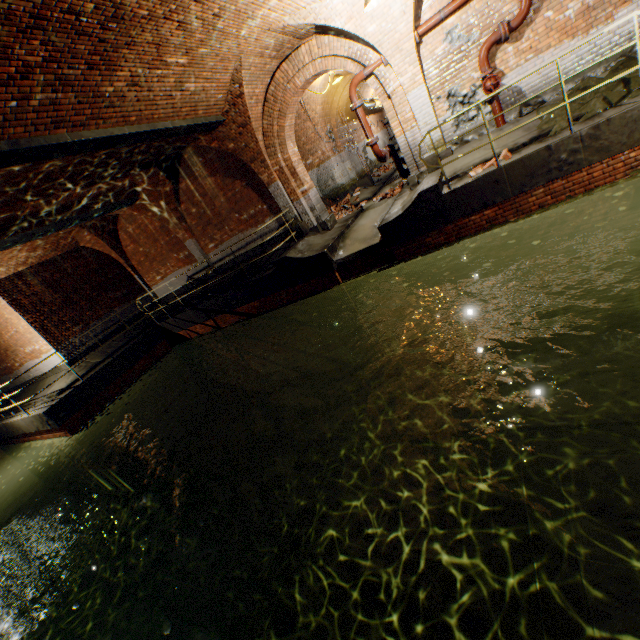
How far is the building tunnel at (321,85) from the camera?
12.01m

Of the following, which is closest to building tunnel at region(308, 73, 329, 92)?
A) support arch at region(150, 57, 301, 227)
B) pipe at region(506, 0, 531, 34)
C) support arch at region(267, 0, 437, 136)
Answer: support arch at region(150, 57, 301, 227)

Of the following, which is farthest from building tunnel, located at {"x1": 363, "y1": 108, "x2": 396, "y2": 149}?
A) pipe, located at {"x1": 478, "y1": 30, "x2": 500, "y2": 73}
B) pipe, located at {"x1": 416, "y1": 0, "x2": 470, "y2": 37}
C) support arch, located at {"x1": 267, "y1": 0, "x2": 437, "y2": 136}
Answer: pipe, located at {"x1": 478, "y1": 30, "x2": 500, "y2": 73}

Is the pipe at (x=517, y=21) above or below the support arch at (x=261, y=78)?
below

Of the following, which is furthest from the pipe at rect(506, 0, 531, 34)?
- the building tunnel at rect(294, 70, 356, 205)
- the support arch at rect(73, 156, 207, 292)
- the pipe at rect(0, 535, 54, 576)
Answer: the pipe at rect(0, 535, 54, 576)

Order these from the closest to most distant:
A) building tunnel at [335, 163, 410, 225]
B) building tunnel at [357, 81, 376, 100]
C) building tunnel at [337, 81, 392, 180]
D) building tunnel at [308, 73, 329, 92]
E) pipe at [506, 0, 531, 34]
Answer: pipe at [506, 0, 531, 34]
building tunnel at [335, 163, 410, 225]
building tunnel at [308, 73, 329, 92]
building tunnel at [337, 81, 392, 180]
building tunnel at [357, 81, 376, 100]

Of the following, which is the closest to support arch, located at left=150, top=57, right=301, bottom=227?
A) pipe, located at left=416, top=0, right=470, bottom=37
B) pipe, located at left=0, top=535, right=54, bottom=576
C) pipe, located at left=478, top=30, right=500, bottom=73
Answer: pipe, located at left=0, top=535, right=54, bottom=576

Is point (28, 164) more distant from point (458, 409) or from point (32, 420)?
point (458, 409)
